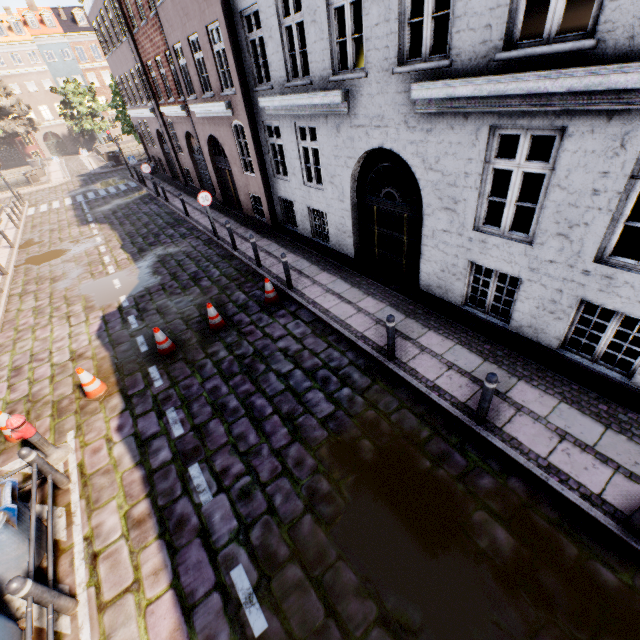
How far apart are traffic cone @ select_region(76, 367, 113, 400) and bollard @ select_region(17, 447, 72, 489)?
1.8m

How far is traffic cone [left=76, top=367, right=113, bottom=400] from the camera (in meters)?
6.80

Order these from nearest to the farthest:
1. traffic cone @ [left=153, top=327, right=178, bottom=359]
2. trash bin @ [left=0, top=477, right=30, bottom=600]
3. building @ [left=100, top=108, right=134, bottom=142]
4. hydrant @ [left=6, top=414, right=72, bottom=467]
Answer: trash bin @ [left=0, top=477, right=30, bottom=600], hydrant @ [left=6, top=414, right=72, bottom=467], traffic cone @ [left=153, top=327, right=178, bottom=359], building @ [left=100, top=108, right=134, bottom=142]

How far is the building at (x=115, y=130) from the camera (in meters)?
51.41

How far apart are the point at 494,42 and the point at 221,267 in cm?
930

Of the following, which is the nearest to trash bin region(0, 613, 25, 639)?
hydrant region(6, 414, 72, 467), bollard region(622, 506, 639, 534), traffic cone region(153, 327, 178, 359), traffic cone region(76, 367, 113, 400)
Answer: hydrant region(6, 414, 72, 467)

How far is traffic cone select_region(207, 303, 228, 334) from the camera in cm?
816

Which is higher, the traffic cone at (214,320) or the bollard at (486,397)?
the bollard at (486,397)
